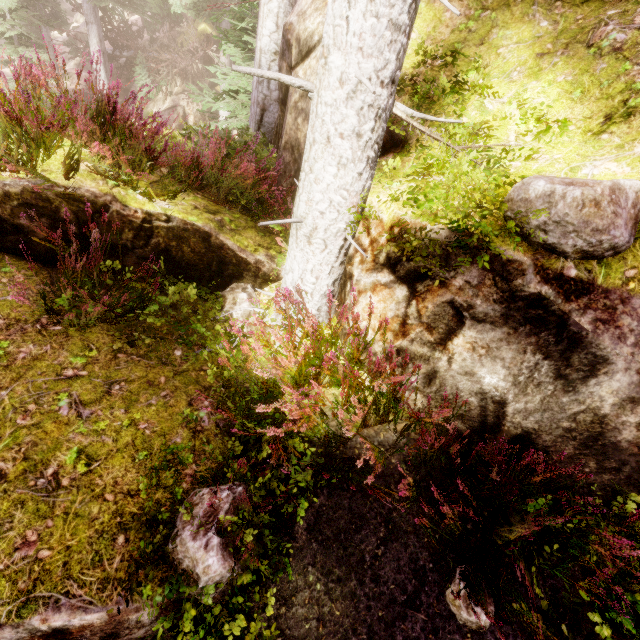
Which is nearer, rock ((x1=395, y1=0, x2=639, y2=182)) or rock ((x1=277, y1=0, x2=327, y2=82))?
rock ((x1=395, y1=0, x2=639, y2=182))

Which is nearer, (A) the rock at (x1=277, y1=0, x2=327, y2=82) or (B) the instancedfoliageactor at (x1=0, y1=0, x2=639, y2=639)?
(B) the instancedfoliageactor at (x1=0, y1=0, x2=639, y2=639)

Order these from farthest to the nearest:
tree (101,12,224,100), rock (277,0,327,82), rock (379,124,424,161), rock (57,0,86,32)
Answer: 1. rock (57,0,86,32)
2. tree (101,12,224,100)
3. rock (277,0,327,82)
4. rock (379,124,424,161)

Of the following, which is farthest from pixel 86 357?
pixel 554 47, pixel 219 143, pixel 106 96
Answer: pixel 554 47

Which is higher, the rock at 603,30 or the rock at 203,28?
the rock at 203,28

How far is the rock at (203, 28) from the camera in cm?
2197
